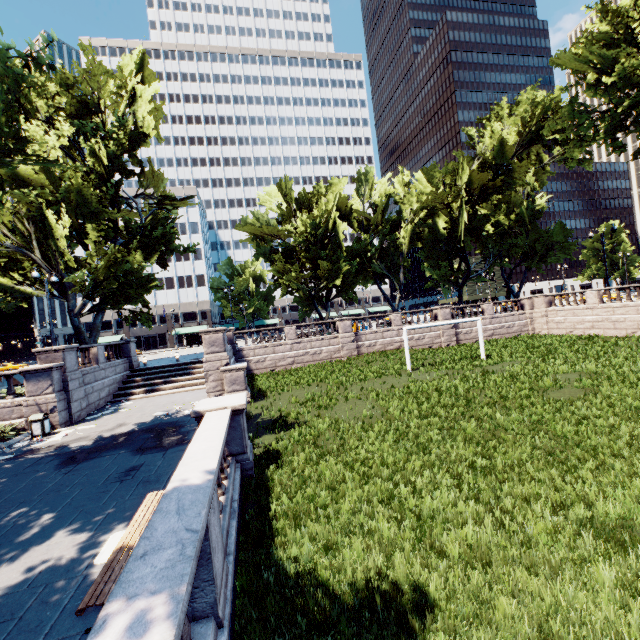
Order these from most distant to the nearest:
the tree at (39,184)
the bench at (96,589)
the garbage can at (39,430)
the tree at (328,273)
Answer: the tree at (328,273)
the tree at (39,184)
the garbage can at (39,430)
the bench at (96,589)

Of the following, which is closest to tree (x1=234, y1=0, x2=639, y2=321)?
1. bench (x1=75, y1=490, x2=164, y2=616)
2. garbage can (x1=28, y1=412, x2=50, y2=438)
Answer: garbage can (x1=28, y1=412, x2=50, y2=438)

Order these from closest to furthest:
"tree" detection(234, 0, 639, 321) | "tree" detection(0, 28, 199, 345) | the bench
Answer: the bench → "tree" detection(0, 28, 199, 345) → "tree" detection(234, 0, 639, 321)

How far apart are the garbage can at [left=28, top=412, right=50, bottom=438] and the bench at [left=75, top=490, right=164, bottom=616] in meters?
11.5 m

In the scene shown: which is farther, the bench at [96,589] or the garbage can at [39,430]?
the garbage can at [39,430]

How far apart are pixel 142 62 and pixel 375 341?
31.14m
